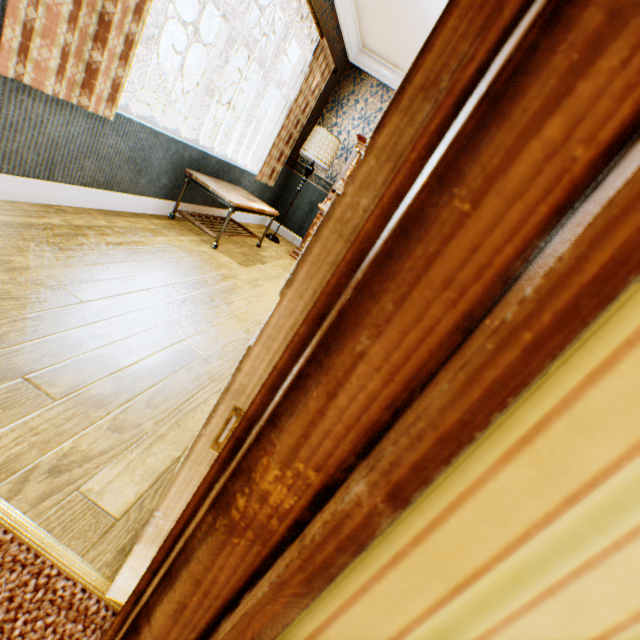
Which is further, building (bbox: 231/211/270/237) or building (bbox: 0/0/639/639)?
building (bbox: 231/211/270/237)

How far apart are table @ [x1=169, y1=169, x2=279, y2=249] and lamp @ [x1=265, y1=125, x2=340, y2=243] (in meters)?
1.10

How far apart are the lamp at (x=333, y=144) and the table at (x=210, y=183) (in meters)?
1.10

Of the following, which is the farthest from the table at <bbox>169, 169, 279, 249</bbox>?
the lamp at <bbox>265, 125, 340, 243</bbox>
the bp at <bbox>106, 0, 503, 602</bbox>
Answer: the bp at <bbox>106, 0, 503, 602</bbox>

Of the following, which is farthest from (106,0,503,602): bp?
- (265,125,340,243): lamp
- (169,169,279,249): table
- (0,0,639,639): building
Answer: (265,125,340,243): lamp

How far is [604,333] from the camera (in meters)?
0.32

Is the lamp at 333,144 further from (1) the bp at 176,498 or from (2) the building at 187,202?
(1) the bp at 176,498
